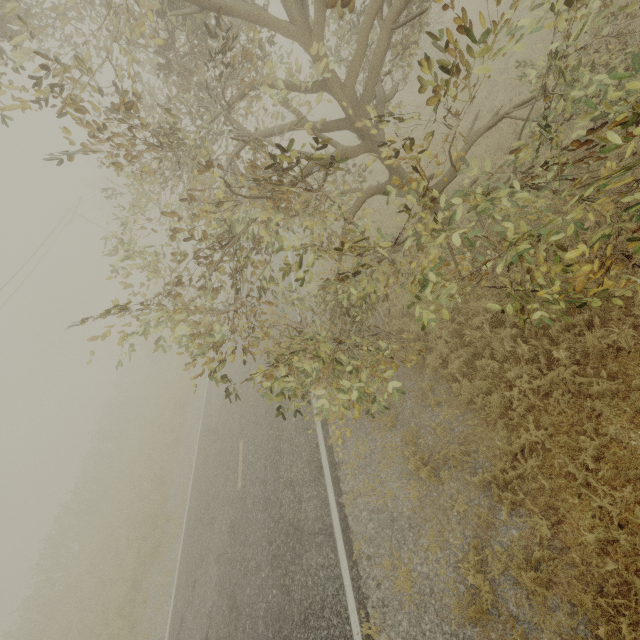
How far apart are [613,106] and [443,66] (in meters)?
4.23

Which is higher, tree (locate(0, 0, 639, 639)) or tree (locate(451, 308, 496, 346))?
tree (locate(0, 0, 639, 639))

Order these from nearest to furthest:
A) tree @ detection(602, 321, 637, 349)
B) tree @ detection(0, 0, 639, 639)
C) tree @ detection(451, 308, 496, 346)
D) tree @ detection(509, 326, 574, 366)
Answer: tree @ detection(0, 0, 639, 639), tree @ detection(602, 321, 637, 349), tree @ detection(509, 326, 574, 366), tree @ detection(451, 308, 496, 346)

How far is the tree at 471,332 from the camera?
6.8 meters

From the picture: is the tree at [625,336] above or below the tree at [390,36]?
below

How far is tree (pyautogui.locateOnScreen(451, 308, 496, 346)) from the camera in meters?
6.8
